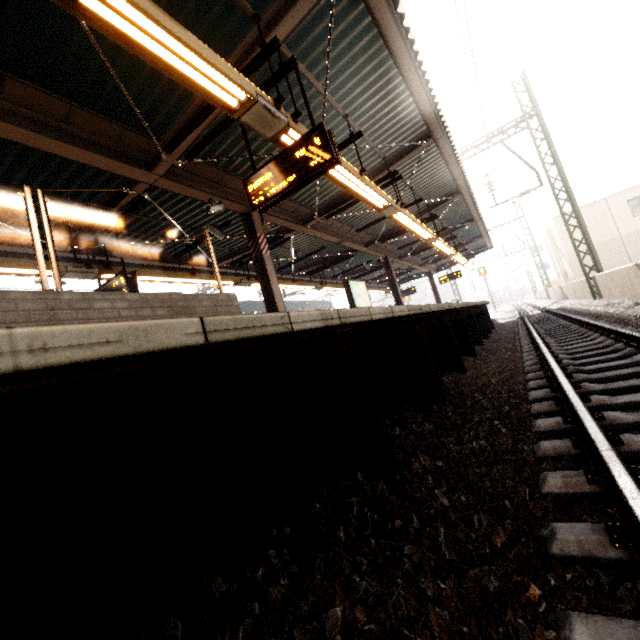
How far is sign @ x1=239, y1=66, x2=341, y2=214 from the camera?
4.2m

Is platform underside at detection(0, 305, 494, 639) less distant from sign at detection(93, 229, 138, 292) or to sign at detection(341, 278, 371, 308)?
sign at detection(341, 278, 371, 308)

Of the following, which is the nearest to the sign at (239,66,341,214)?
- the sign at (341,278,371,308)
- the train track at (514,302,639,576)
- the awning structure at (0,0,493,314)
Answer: the awning structure at (0,0,493,314)

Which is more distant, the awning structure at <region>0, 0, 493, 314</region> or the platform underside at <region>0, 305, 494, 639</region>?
the awning structure at <region>0, 0, 493, 314</region>

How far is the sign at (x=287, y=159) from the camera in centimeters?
423cm

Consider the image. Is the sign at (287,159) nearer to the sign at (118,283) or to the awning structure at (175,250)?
the awning structure at (175,250)

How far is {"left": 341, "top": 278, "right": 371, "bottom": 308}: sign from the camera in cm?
1111

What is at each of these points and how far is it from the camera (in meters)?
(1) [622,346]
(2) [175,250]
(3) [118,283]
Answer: (1) train track, 4.61
(2) awning structure, 9.51
(3) sign, 6.95
